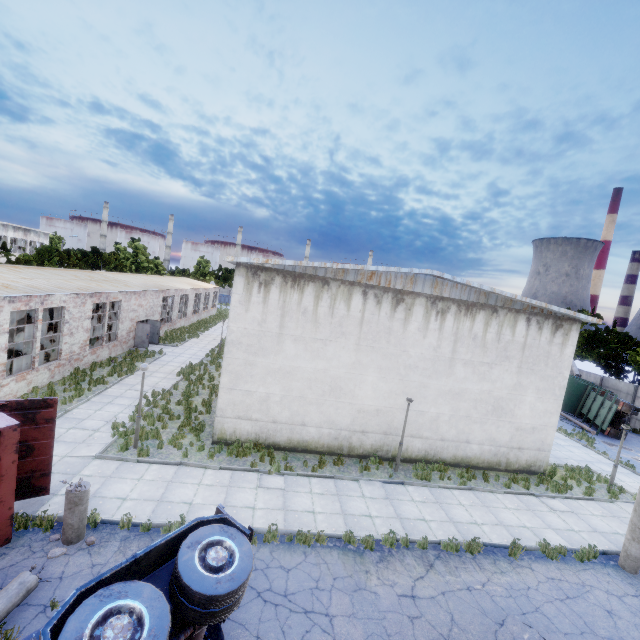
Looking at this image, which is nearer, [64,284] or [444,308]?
[444,308]

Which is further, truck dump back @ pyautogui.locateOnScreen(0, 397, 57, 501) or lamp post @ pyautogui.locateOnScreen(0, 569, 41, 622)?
truck dump back @ pyautogui.locateOnScreen(0, 397, 57, 501)

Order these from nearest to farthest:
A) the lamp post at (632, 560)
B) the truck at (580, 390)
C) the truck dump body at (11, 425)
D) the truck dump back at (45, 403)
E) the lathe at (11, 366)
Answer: the truck dump body at (11, 425), the truck dump back at (45, 403), the lamp post at (632, 560), the lathe at (11, 366), the truck at (580, 390)

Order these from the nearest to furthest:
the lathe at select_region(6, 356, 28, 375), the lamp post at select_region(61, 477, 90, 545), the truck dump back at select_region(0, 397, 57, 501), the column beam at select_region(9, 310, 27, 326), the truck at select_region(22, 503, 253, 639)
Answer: the truck at select_region(22, 503, 253, 639), the lamp post at select_region(61, 477, 90, 545), the truck dump back at select_region(0, 397, 57, 501), the lathe at select_region(6, 356, 28, 375), the column beam at select_region(9, 310, 27, 326)

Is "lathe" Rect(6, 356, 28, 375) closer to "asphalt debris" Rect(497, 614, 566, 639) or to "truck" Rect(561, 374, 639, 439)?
"asphalt debris" Rect(497, 614, 566, 639)

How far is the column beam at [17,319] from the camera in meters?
18.6

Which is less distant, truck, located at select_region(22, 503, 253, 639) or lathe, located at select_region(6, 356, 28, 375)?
truck, located at select_region(22, 503, 253, 639)

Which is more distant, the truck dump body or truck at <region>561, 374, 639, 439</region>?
truck at <region>561, 374, 639, 439</region>
